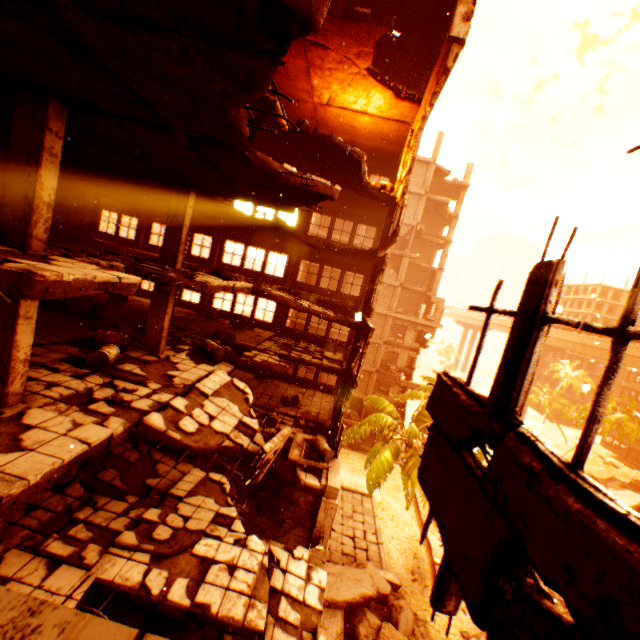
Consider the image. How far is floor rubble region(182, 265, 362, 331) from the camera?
12.18m

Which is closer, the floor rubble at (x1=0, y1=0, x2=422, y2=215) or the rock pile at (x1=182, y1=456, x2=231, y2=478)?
the floor rubble at (x1=0, y1=0, x2=422, y2=215)

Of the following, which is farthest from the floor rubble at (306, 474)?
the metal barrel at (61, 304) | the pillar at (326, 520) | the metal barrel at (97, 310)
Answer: the metal barrel at (61, 304)

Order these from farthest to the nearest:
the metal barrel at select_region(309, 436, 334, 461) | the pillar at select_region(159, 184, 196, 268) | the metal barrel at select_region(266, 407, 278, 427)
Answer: the metal barrel at select_region(266, 407, 278, 427) < the metal barrel at select_region(309, 436, 334, 461) < the pillar at select_region(159, 184, 196, 268)

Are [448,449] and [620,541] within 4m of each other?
yes

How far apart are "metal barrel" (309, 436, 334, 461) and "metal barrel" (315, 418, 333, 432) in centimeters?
211cm

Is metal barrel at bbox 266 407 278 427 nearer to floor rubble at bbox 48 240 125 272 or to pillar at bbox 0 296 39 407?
floor rubble at bbox 48 240 125 272

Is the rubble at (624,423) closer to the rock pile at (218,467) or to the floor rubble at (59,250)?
the rock pile at (218,467)
